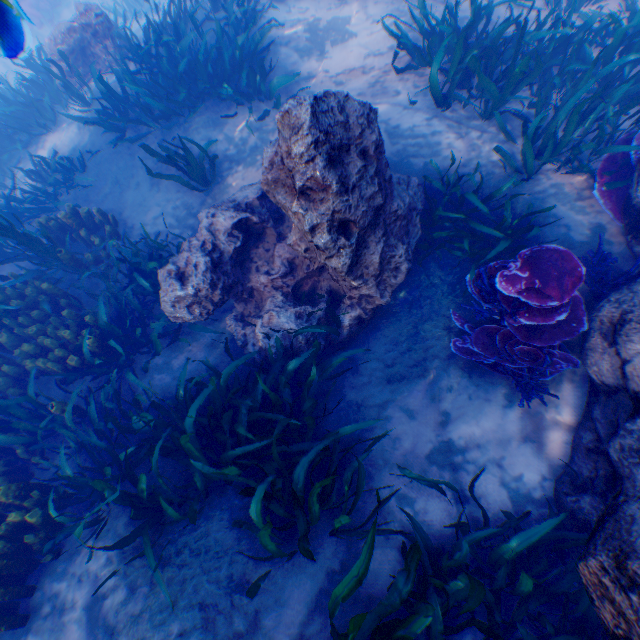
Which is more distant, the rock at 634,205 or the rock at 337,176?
the rock at 634,205

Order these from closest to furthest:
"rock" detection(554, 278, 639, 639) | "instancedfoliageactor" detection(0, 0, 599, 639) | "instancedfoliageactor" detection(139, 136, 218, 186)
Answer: "rock" detection(554, 278, 639, 639) → "instancedfoliageactor" detection(0, 0, 599, 639) → "instancedfoliageactor" detection(139, 136, 218, 186)

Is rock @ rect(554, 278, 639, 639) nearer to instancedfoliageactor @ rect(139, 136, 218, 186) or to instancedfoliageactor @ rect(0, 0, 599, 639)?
instancedfoliageactor @ rect(0, 0, 599, 639)

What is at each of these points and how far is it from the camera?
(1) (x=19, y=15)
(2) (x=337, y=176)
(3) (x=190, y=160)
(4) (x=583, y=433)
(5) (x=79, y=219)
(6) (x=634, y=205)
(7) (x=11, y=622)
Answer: (1) instancedfoliageactor, 2.58m
(2) rock, 3.22m
(3) instancedfoliageactor, 5.46m
(4) rock, 3.51m
(5) instancedfoliageactor, 6.03m
(6) rock, 3.77m
(7) instancedfoliageactor, 3.24m

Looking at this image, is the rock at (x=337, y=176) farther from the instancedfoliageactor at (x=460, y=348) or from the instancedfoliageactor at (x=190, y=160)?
the instancedfoliageactor at (x=190, y=160)

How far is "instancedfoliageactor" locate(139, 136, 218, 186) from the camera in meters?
5.1 m

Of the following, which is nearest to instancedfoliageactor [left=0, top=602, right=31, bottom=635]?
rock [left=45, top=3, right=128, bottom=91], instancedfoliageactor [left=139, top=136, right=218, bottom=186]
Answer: rock [left=45, top=3, right=128, bottom=91]

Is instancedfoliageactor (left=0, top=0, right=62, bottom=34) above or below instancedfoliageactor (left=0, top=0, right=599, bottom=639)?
above
